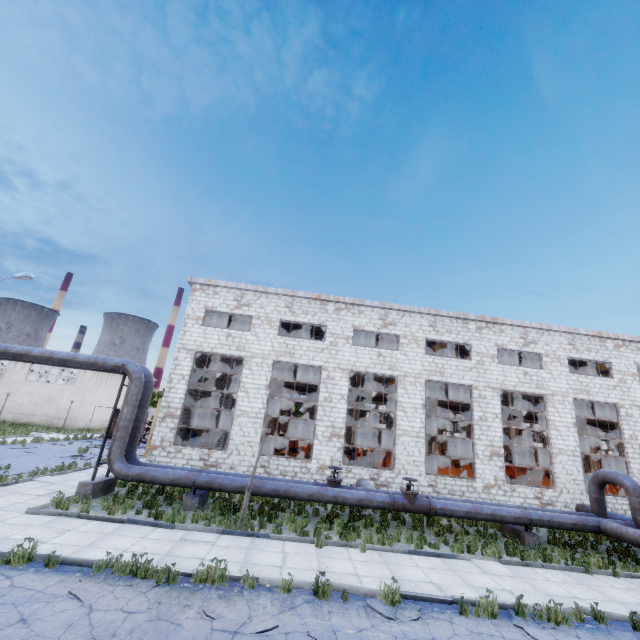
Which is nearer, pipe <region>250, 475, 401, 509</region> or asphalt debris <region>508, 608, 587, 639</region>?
asphalt debris <region>508, 608, 587, 639</region>

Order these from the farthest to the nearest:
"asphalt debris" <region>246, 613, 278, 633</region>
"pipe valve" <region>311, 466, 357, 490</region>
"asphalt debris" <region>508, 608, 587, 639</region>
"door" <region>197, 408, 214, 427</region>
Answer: "door" <region>197, 408, 214, 427</region> → "pipe valve" <region>311, 466, 357, 490</region> → "asphalt debris" <region>508, 608, 587, 639</region> → "asphalt debris" <region>246, 613, 278, 633</region>

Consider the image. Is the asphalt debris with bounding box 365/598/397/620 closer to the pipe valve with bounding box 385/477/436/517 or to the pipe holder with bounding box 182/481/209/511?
the pipe valve with bounding box 385/477/436/517

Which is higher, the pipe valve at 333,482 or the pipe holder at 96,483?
the pipe valve at 333,482

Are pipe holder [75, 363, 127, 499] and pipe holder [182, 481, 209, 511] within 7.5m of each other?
yes

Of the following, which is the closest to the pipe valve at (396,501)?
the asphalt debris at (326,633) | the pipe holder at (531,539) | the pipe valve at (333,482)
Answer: the pipe valve at (333,482)

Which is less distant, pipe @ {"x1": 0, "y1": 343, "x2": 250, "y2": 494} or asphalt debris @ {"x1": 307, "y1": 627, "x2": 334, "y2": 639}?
asphalt debris @ {"x1": 307, "y1": 627, "x2": 334, "y2": 639}

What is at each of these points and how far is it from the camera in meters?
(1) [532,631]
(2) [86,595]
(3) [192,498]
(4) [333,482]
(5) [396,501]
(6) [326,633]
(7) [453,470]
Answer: (1) asphalt debris, 6.6
(2) asphalt debris, 6.0
(3) pipe holder, 12.2
(4) pipe valve, 13.7
(5) pipe valve, 12.7
(6) asphalt debris, 5.7
(7) cable machine, 20.2
